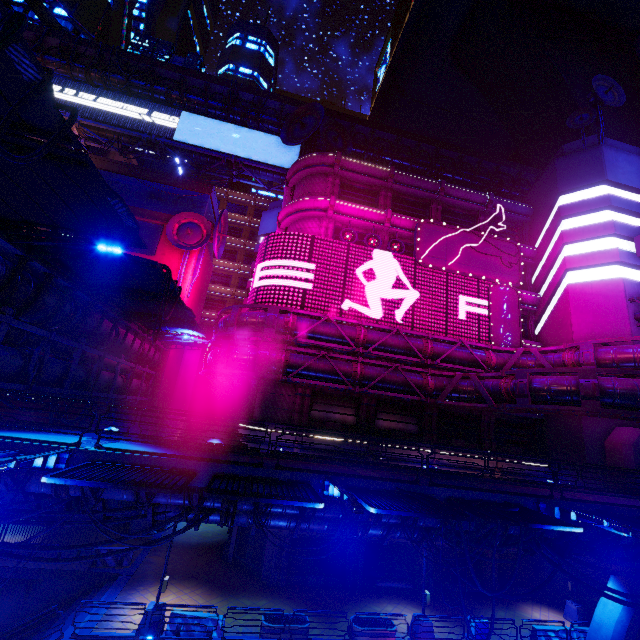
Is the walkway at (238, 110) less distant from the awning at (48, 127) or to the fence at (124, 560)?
the awning at (48, 127)

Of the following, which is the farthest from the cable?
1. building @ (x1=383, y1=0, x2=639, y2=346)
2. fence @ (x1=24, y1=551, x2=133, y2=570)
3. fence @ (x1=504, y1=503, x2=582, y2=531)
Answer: building @ (x1=383, y1=0, x2=639, y2=346)

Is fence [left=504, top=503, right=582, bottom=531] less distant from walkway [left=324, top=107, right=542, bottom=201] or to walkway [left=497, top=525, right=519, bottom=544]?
walkway [left=497, top=525, right=519, bottom=544]

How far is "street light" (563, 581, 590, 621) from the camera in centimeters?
1992cm

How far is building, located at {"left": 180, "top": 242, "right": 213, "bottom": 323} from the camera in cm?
3133

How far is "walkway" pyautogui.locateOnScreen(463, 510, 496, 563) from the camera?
11.1 meters

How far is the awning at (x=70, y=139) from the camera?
6.18m

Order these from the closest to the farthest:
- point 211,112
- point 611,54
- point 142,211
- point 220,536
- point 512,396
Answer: point 512,396, point 220,536, point 142,211, point 211,112, point 611,54
